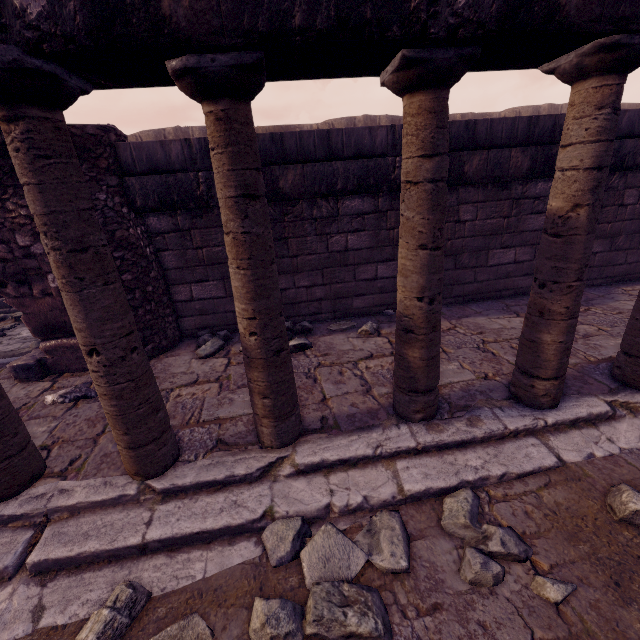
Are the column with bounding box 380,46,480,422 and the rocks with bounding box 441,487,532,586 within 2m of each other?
yes

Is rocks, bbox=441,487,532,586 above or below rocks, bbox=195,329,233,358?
below

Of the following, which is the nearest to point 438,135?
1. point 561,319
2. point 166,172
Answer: point 561,319

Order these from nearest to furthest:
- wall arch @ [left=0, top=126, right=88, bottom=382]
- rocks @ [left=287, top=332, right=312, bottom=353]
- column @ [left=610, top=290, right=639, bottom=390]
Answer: column @ [left=610, top=290, right=639, bottom=390] → wall arch @ [left=0, top=126, right=88, bottom=382] → rocks @ [left=287, top=332, right=312, bottom=353]

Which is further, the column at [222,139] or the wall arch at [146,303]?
the wall arch at [146,303]

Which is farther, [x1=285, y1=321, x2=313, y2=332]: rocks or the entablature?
[x1=285, y1=321, x2=313, y2=332]: rocks

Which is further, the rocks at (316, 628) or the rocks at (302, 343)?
the rocks at (302, 343)

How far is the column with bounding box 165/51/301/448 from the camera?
1.6 meters
